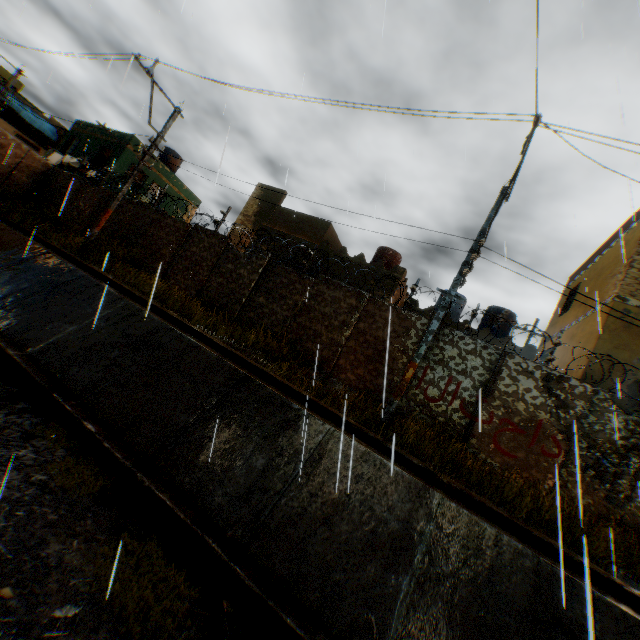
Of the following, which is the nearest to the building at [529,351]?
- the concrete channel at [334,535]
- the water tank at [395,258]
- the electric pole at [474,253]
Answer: the concrete channel at [334,535]

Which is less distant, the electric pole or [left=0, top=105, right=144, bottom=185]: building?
the electric pole

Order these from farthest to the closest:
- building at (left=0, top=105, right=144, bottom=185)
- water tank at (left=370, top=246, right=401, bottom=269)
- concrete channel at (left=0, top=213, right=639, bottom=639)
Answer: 1. building at (left=0, top=105, right=144, bottom=185)
2. water tank at (left=370, top=246, right=401, bottom=269)
3. concrete channel at (left=0, top=213, right=639, bottom=639)

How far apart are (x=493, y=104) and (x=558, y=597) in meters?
10.4 m

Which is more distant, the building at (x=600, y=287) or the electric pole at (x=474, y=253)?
the building at (x=600, y=287)

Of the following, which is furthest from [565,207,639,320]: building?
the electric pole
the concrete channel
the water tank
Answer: the electric pole

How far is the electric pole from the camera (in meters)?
6.90
